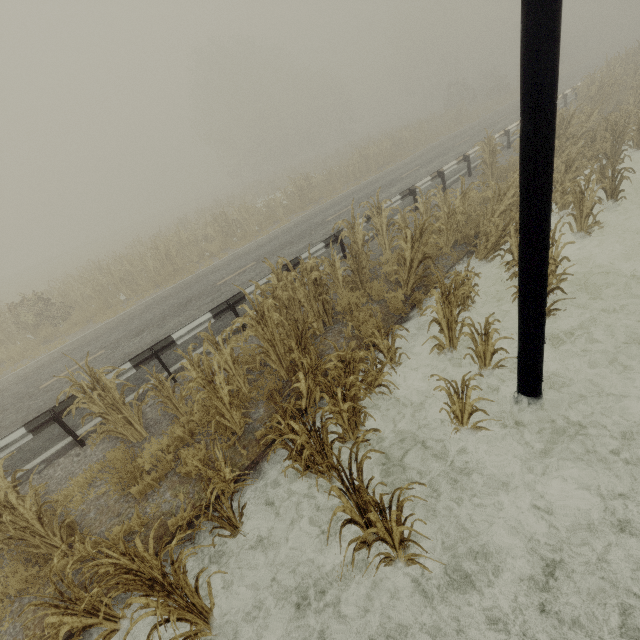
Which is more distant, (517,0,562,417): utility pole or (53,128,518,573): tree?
(53,128,518,573): tree

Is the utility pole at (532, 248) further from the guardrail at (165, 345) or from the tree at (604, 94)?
the guardrail at (165, 345)

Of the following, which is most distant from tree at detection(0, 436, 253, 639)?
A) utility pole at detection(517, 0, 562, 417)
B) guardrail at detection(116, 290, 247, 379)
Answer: guardrail at detection(116, 290, 247, 379)

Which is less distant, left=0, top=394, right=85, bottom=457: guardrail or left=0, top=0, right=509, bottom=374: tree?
left=0, top=394, right=85, bottom=457: guardrail

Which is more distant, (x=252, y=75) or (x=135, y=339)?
(x=252, y=75)

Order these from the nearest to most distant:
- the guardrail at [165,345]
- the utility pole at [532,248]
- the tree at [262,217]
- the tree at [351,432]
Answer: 1. the utility pole at [532,248]
2. the tree at [351,432]
3. the guardrail at [165,345]
4. the tree at [262,217]
